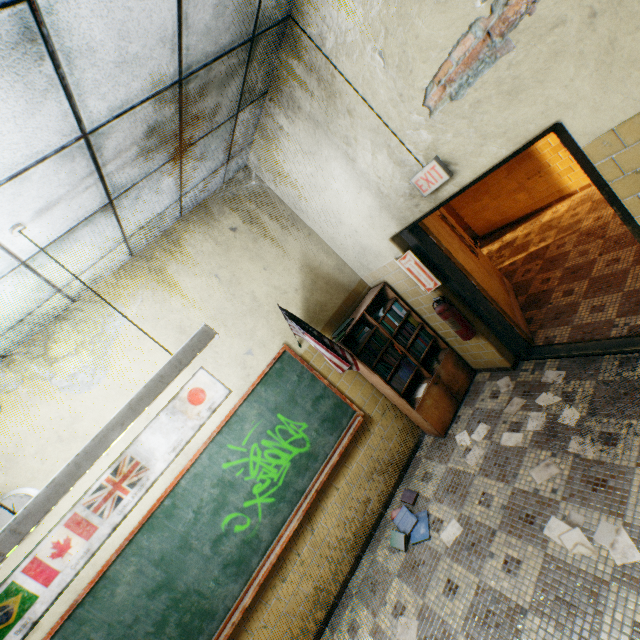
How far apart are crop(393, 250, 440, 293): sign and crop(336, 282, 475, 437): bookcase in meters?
0.4

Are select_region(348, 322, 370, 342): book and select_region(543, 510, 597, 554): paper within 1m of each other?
no

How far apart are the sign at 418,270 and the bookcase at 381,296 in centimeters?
38cm

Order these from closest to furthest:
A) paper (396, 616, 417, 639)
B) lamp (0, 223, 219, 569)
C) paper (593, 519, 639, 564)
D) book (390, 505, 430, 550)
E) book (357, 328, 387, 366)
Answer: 1. lamp (0, 223, 219, 569)
2. paper (593, 519, 639, 564)
3. paper (396, 616, 417, 639)
4. book (390, 505, 430, 550)
5. book (357, 328, 387, 366)

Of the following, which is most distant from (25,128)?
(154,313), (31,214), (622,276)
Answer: (622,276)

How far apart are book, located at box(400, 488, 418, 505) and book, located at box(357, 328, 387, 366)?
1.2m

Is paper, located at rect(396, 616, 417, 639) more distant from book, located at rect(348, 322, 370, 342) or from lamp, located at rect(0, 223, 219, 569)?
lamp, located at rect(0, 223, 219, 569)

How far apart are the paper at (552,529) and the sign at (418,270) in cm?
219
